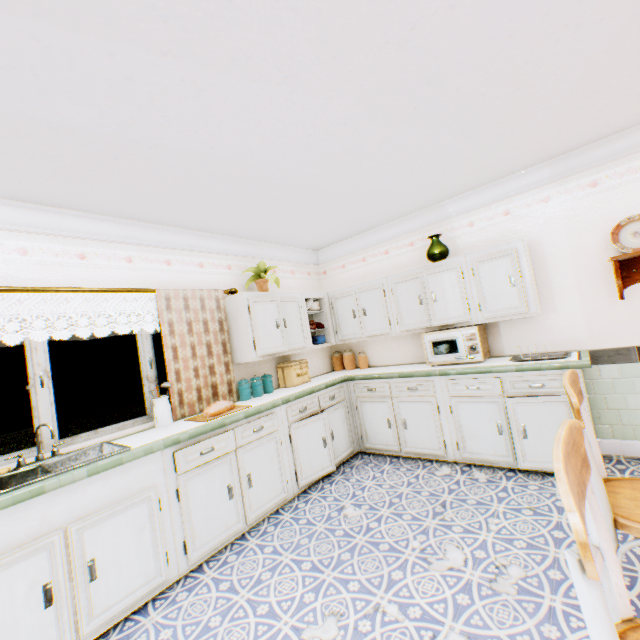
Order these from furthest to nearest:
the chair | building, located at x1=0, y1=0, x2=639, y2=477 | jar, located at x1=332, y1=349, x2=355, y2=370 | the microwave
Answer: jar, located at x1=332, y1=349, x2=355, y2=370 < the microwave < building, located at x1=0, y1=0, x2=639, y2=477 < the chair

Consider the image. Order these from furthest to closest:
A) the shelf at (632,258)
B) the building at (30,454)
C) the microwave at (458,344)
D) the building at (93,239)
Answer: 1. the microwave at (458,344)
2. the shelf at (632,258)
3. the building at (30,454)
4. the building at (93,239)

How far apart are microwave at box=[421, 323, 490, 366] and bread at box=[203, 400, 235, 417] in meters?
2.4 m

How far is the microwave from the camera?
3.7m

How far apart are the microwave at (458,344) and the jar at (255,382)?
2.1 meters

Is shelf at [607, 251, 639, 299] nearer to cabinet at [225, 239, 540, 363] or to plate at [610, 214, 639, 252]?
plate at [610, 214, 639, 252]

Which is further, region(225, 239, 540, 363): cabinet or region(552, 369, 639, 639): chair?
region(225, 239, 540, 363): cabinet

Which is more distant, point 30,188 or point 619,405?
point 619,405
